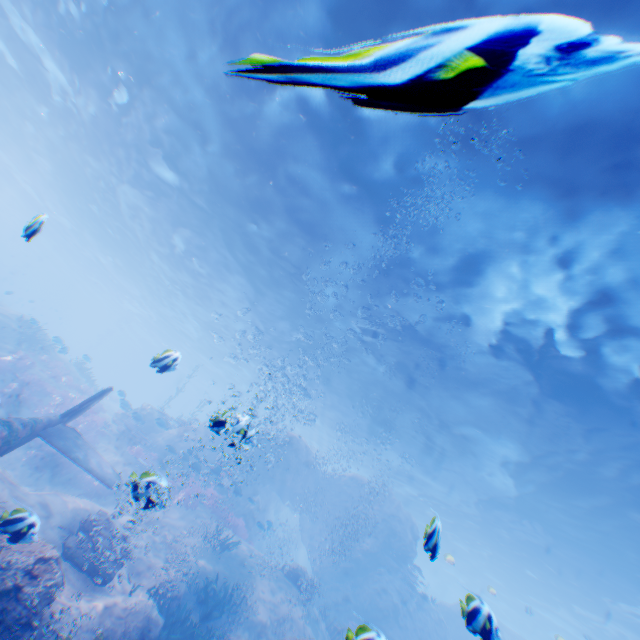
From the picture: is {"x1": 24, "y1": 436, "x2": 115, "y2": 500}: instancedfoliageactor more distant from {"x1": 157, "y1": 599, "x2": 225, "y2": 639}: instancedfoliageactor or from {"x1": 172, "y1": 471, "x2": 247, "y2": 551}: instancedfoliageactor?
{"x1": 157, "y1": 599, "x2": 225, "y2": 639}: instancedfoliageactor

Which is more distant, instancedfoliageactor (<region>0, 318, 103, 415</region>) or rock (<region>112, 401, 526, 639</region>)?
instancedfoliageactor (<region>0, 318, 103, 415</region>)

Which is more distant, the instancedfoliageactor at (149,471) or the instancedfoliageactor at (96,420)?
the instancedfoliageactor at (96,420)

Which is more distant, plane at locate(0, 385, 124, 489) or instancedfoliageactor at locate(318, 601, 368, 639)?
plane at locate(0, 385, 124, 489)

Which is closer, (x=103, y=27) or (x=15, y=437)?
(x=15, y=437)

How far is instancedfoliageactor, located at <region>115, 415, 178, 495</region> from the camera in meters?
4.3
